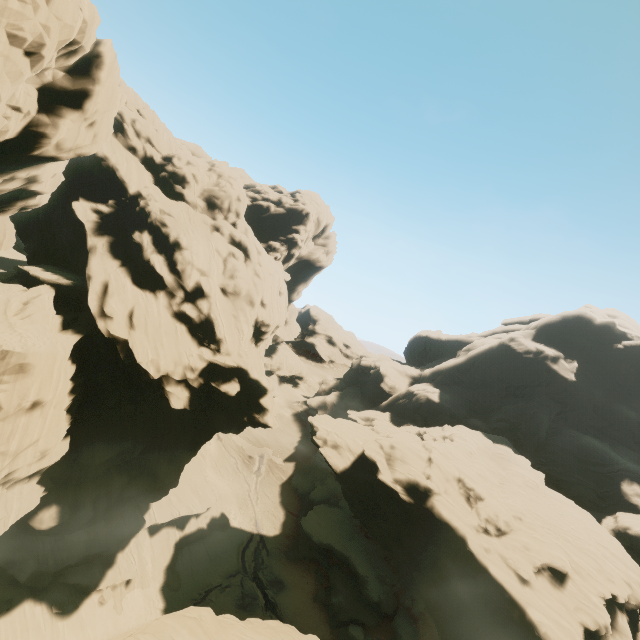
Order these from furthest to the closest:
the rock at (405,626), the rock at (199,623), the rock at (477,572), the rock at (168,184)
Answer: the rock at (405,626), the rock at (477,572), the rock at (168,184), the rock at (199,623)

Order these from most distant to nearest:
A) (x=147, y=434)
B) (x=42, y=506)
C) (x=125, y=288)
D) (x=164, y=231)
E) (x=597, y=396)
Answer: (x=597, y=396) → (x=164, y=231) → (x=125, y=288) → (x=147, y=434) → (x=42, y=506)

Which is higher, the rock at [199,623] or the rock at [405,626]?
the rock at [199,623]

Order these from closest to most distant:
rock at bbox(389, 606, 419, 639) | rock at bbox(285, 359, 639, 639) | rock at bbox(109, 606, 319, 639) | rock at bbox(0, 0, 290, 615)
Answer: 1. rock at bbox(109, 606, 319, 639)
2. rock at bbox(0, 0, 290, 615)
3. rock at bbox(285, 359, 639, 639)
4. rock at bbox(389, 606, 419, 639)

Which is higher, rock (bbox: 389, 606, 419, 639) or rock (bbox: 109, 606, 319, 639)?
rock (bbox: 109, 606, 319, 639)

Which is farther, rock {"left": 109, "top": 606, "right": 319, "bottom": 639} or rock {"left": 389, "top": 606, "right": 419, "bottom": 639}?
rock {"left": 389, "top": 606, "right": 419, "bottom": 639}
